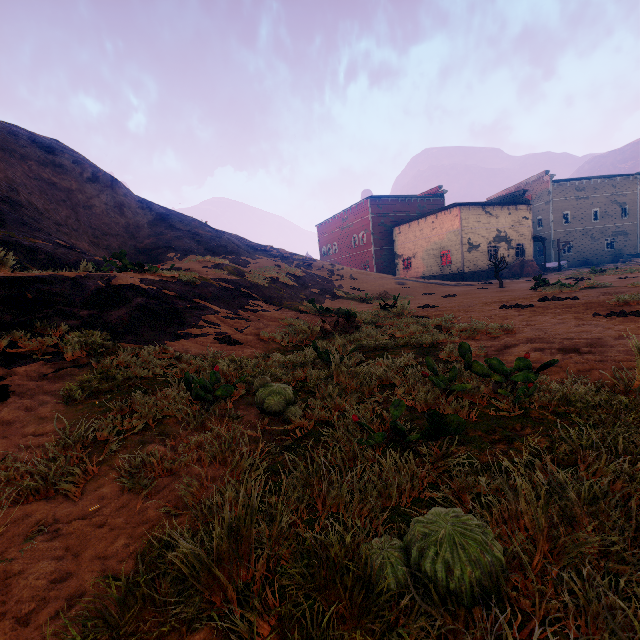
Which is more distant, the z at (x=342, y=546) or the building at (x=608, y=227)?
the building at (x=608, y=227)

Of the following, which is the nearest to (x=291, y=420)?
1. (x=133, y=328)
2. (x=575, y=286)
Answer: (x=133, y=328)

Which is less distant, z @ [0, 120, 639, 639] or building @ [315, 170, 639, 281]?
z @ [0, 120, 639, 639]
